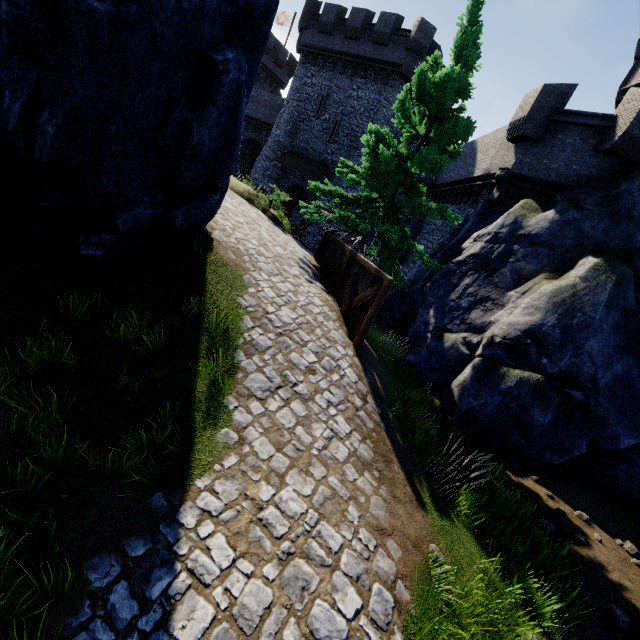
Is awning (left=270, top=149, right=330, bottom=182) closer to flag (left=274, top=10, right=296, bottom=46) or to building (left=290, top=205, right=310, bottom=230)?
building (left=290, top=205, right=310, bottom=230)

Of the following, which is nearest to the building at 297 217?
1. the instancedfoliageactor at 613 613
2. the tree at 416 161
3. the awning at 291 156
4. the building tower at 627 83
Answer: the awning at 291 156

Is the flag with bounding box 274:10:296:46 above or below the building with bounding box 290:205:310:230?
above

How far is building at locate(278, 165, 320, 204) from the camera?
27.97m

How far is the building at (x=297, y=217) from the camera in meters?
28.4

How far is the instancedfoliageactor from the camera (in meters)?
5.14

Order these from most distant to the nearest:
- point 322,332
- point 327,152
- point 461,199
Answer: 1. point 327,152
2. point 461,199
3. point 322,332

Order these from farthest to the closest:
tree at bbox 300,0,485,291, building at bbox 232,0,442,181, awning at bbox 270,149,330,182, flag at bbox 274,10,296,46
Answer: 1. flag at bbox 274,10,296,46
2. awning at bbox 270,149,330,182
3. building at bbox 232,0,442,181
4. tree at bbox 300,0,485,291
